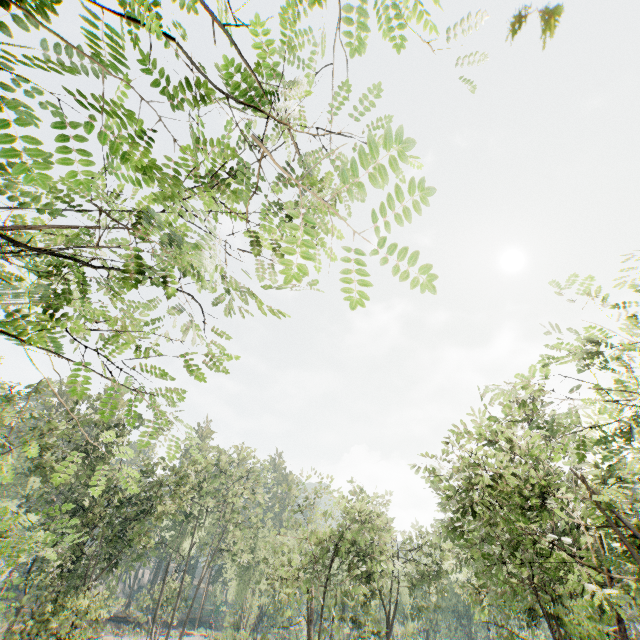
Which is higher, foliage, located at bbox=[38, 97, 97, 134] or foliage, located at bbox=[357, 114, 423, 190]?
foliage, located at bbox=[357, 114, 423, 190]

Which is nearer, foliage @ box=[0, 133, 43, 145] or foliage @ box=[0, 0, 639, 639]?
foliage @ box=[0, 133, 43, 145]

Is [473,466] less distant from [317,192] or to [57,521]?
[317,192]

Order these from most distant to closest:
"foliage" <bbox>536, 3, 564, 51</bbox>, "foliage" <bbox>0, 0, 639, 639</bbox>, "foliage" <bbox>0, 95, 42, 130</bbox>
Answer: "foliage" <bbox>0, 0, 639, 639</bbox>, "foliage" <bbox>0, 95, 42, 130</bbox>, "foliage" <bbox>536, 3, 564, 51</bbox>

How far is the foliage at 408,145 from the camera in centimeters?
194cm

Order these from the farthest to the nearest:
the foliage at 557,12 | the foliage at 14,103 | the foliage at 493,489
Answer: the foliage at 493,489, the foliage at 14,103, the foliage at 557,12
